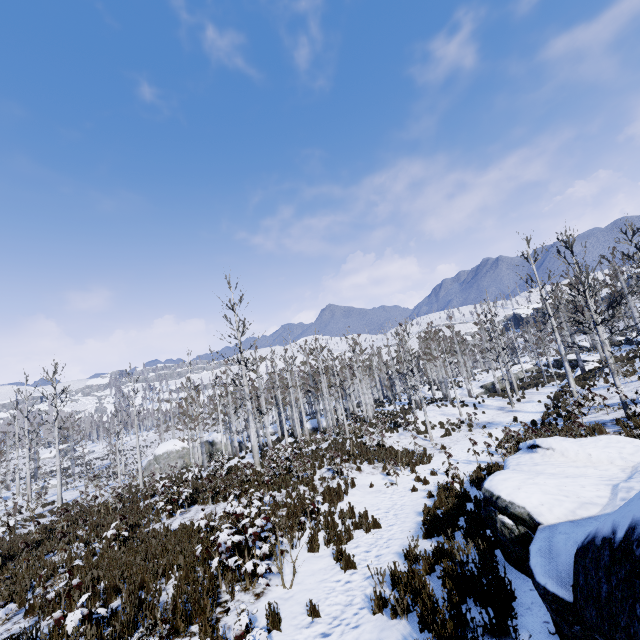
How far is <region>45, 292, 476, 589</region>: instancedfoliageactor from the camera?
7.6 meters

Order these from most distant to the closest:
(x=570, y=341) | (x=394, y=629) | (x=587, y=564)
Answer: (x=570, y=341) → (x=394, y=629) → (x=587, y=564)

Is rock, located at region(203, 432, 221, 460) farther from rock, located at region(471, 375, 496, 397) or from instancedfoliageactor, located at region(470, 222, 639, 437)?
rock, located at region(471, 375, 496, 397)

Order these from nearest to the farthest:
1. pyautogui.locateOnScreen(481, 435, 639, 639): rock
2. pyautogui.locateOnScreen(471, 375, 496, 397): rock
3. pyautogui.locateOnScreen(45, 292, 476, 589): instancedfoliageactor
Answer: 1. pyautogui.locateOnScreen(481, 435, 639, 639): rock
2. pyautogui.locateOnScreen(45, 292, 476, 589): instancedfoliageactor
3. pyautogui.locateOnScreen(471, 375, 496, 397): rock

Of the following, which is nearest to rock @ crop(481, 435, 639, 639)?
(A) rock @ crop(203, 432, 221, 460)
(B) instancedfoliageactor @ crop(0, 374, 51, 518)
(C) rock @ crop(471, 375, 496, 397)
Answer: (B) instancedfoliageactor @ crop(0, 374, 51, 518)

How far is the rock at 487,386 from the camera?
39.9 meters

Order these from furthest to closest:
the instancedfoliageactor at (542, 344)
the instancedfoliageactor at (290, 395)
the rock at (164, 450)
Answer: the rock at (164, 450), the instancedfoliageactor at (542, 344), the instancedfoliageactor at (290, 395)
